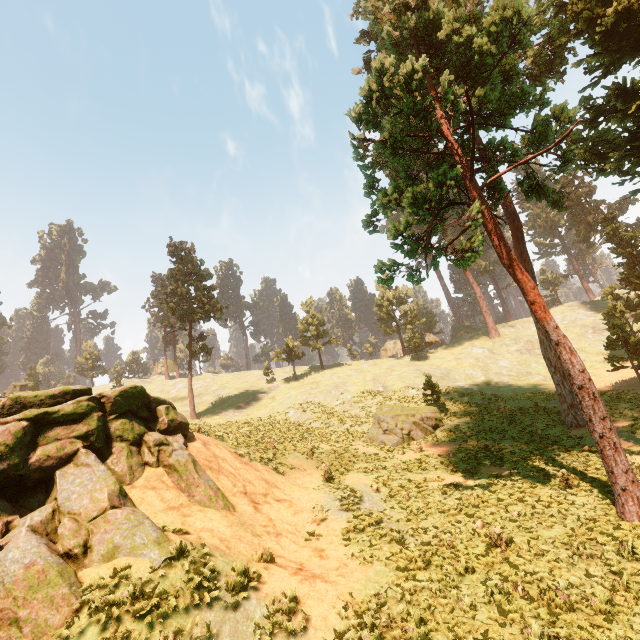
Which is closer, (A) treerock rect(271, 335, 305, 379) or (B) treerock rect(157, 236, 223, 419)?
(B) treerock rect(157, 236, 223, 419)

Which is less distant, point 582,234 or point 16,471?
point 16,471

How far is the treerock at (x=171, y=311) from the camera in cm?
4003

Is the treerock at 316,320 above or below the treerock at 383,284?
above

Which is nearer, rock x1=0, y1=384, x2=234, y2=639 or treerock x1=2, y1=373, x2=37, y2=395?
rock x1=0, y1=384, x2=234, y2=639

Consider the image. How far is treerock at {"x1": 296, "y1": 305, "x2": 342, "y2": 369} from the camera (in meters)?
57.19
